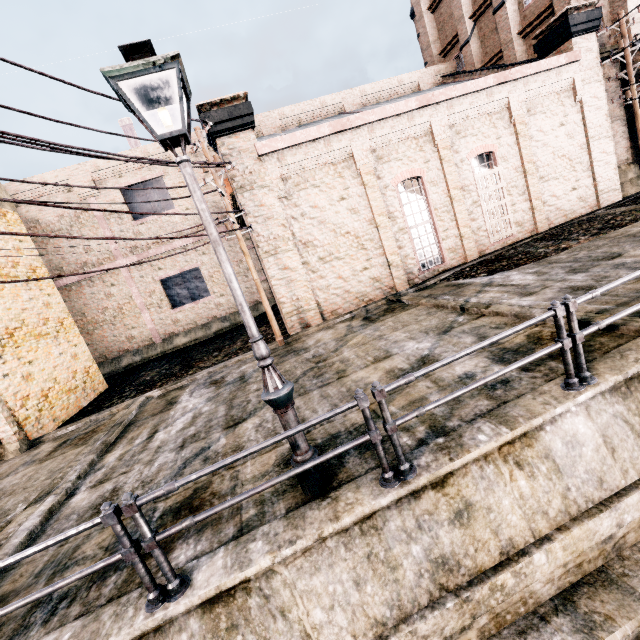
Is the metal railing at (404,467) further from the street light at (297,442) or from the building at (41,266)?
the building at (41,266)

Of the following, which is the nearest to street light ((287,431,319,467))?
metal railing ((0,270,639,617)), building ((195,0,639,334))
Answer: metal railing ((0,270,639,617))

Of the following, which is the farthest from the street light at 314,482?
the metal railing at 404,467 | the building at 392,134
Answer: the building at 392,134

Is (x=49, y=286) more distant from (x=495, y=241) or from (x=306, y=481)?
(x=495, y=241)

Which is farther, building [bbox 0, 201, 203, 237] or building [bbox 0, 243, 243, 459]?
building [bbox 0, 201, 203, 237]

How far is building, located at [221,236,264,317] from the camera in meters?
23.5
